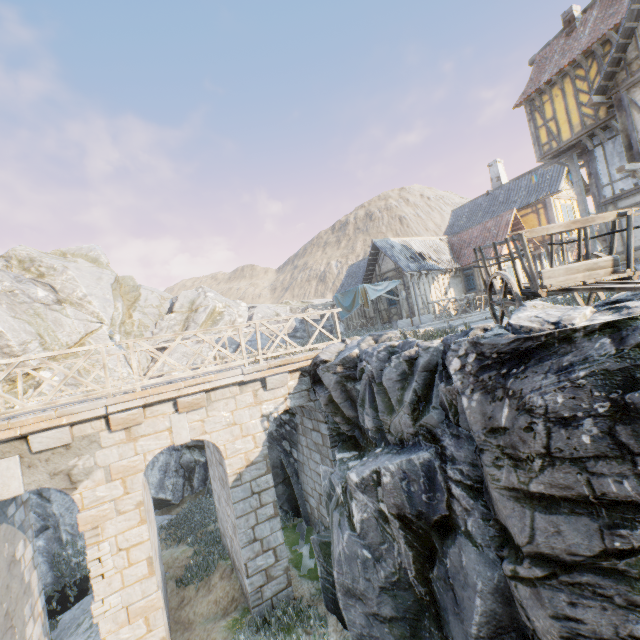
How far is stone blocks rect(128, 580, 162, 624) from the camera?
6.8m

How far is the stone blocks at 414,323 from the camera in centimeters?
1114cm

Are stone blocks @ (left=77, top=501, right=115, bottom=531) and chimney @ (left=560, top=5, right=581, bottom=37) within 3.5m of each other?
no

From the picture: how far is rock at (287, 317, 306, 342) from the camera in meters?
30.2

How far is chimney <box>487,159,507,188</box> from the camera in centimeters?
2742cm

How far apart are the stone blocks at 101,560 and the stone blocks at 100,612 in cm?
35

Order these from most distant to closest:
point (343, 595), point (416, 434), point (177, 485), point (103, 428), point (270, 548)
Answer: point (177, 485)
point (270, 548)
point (103, 428)
point (343, 595)
point (416, 434)

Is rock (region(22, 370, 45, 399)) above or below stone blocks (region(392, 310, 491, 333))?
above
